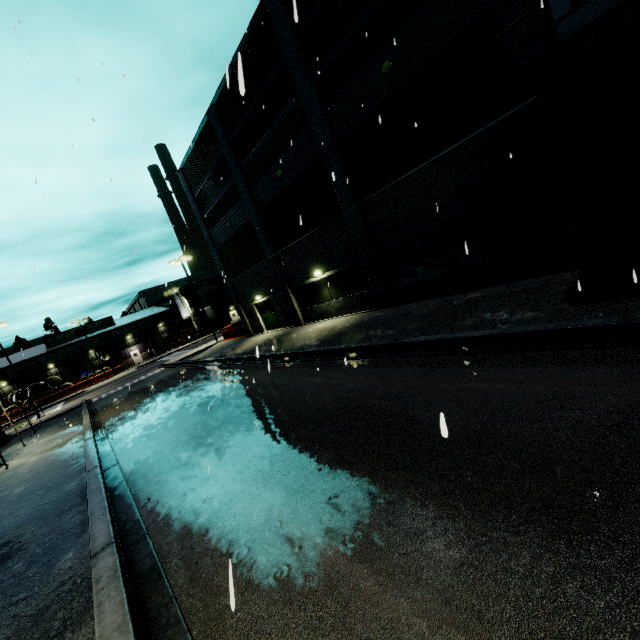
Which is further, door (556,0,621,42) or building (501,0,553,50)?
building (501,0,553,50)

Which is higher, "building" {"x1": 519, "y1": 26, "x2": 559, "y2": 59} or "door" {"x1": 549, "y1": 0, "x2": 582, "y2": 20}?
"door" {"x1": 549, "y1": 0, "x2": 582, "y2": 20}

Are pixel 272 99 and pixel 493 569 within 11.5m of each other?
no

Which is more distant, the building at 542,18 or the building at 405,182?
the building at 405,182

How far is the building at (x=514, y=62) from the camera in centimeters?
892cm

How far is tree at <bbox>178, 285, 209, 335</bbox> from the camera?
58.22m

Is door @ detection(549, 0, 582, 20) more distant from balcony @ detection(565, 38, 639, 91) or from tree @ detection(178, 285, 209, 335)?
tree @ detection(178, 285, 209, 335)

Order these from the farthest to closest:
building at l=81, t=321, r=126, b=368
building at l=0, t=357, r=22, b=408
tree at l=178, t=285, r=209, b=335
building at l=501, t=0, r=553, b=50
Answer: tree at l=178, t=285, r=209, b=335 → building at l=81, t=321, r=126, b=368 → building at l=0, t=357, r=22, b=408 → building at l=501, t=0, r=553, b=50
